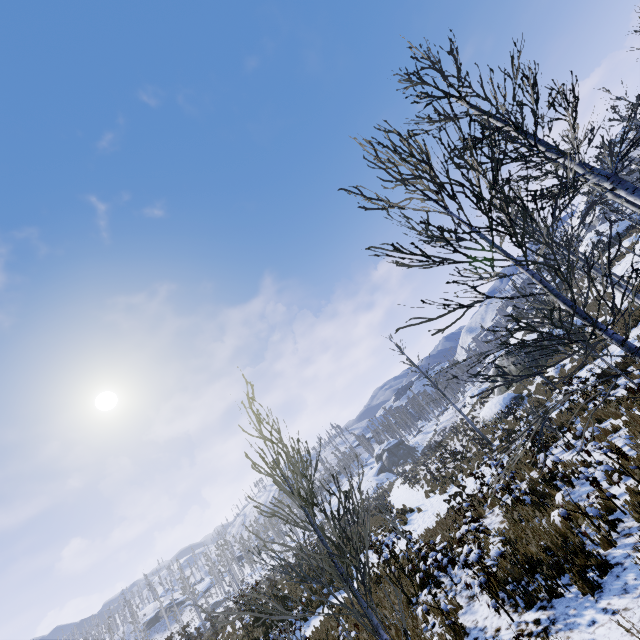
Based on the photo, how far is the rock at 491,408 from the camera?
24.2 meters

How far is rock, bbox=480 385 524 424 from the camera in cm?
2416

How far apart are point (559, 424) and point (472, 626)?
11.5m
